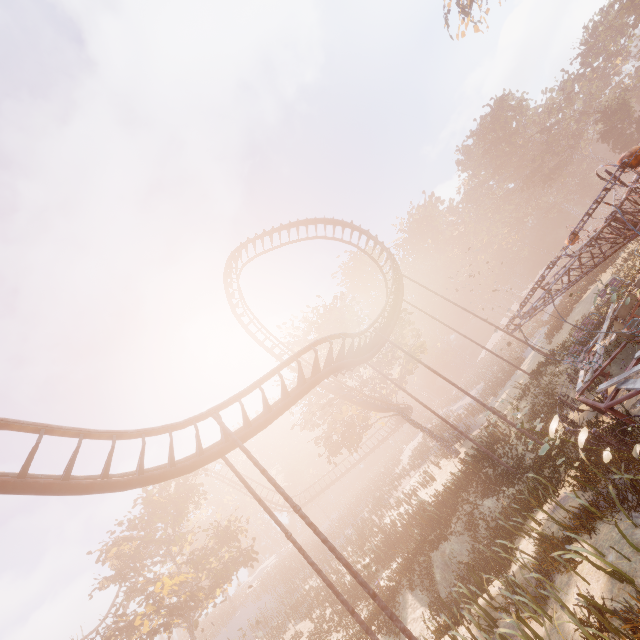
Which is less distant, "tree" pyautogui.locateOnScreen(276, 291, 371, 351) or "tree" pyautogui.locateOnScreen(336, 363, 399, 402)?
"tree" pyautogui.locateOnScreen(336, 363, 399, 402)

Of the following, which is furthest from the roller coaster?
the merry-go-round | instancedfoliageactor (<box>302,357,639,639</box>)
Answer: the merry-go-round

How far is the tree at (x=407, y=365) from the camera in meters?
28.4

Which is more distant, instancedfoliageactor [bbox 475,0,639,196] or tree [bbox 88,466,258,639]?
instancedfoliageactor [bbox 475,0,639,196]

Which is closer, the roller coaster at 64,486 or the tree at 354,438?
the roller coaster at 64,486

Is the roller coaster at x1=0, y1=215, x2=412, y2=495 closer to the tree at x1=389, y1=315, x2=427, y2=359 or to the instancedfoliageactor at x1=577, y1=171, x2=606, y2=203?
the tree at x1=389, y1=315, x2=427, y2=359

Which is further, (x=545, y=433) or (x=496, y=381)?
(x=496, y=381)

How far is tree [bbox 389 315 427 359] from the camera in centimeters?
3025cm
